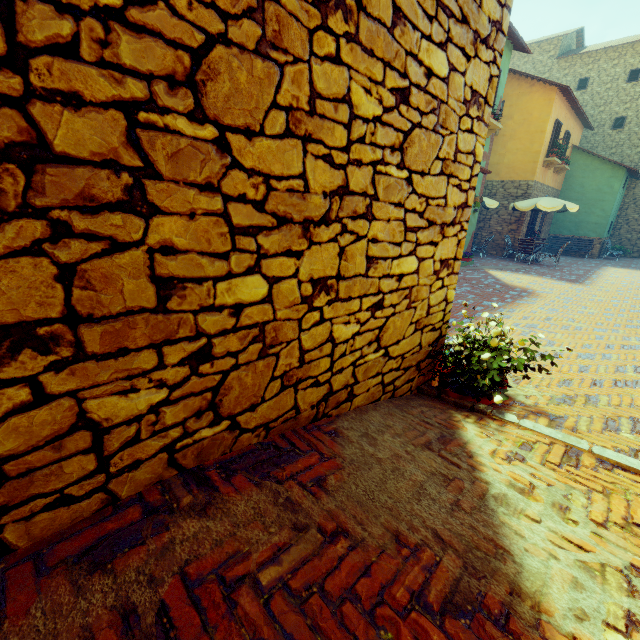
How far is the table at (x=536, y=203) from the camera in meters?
13.3

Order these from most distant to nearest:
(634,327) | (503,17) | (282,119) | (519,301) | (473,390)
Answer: (519,301)
(634,327)
(473,390)
(503,17)
(282,119)

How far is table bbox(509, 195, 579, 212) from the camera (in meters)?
13.31
